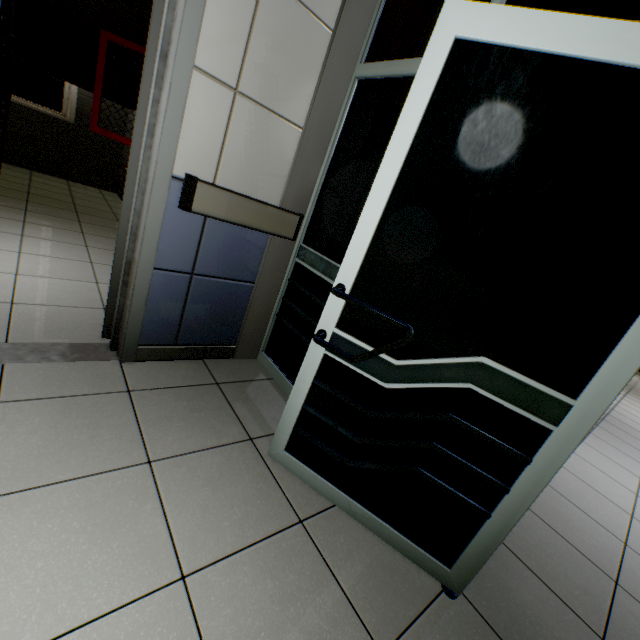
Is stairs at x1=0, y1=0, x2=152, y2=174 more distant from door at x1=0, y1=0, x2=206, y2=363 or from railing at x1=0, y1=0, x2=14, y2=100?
door at x1=0, y1=0, x2=206, y2=363

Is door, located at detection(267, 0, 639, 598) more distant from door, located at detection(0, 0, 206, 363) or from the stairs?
the stairs

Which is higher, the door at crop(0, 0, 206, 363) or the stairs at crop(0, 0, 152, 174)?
the stairs at crop(0, 0, 152, 174)

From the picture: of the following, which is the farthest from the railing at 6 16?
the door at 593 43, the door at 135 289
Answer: the door at 593 43

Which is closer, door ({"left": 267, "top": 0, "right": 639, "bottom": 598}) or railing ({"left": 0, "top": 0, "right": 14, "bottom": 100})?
door ({"left": 267, "top": 0, "right": 639, "bottom": 598})

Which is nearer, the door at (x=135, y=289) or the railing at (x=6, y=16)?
the door at (x=135, y=289)

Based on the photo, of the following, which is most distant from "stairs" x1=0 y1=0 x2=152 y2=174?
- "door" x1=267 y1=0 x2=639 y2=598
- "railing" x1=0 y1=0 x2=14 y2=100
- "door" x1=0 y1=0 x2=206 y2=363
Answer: "door" x1=267 y1=0 x2=639 y2=598

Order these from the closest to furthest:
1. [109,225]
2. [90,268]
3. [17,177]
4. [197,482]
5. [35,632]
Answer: [35,632], [197,482], [90,268], [109,225], [17,177]
